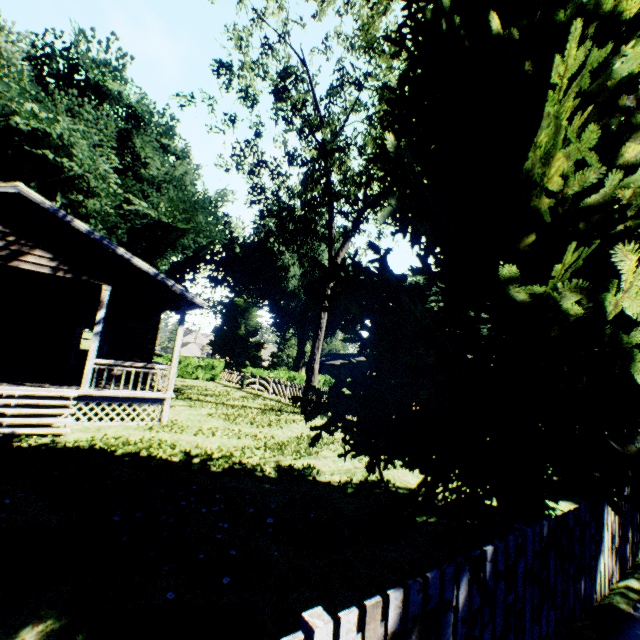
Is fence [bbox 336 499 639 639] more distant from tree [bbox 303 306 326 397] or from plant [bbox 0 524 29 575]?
tree [bbox 303 306 326 397]

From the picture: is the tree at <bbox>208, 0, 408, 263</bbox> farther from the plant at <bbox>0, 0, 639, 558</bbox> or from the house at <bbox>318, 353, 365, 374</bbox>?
the house at <bbox>318, 353, 365, 374</bbox>

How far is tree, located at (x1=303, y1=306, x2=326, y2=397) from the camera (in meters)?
17.70

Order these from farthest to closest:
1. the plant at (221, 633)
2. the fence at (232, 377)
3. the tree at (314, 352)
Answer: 1. the fence at (232, 377)
2. the tree at (314, 352)
3. the plant at (221, 633)

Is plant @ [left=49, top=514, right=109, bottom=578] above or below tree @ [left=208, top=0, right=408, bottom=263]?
below

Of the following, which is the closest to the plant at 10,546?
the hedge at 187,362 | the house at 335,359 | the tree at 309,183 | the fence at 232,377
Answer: the fence at 232,377

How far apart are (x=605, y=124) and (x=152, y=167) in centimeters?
3488cm

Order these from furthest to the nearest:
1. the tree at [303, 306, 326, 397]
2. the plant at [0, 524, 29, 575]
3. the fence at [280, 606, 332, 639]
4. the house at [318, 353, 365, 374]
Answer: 1. the house at [318, 353, 365, 374]
2. the tree at [303, 306, 326, 397]
3. the plant at [0, 524, 29, 575]
4. the fence at [280, 606, 332, 639]
